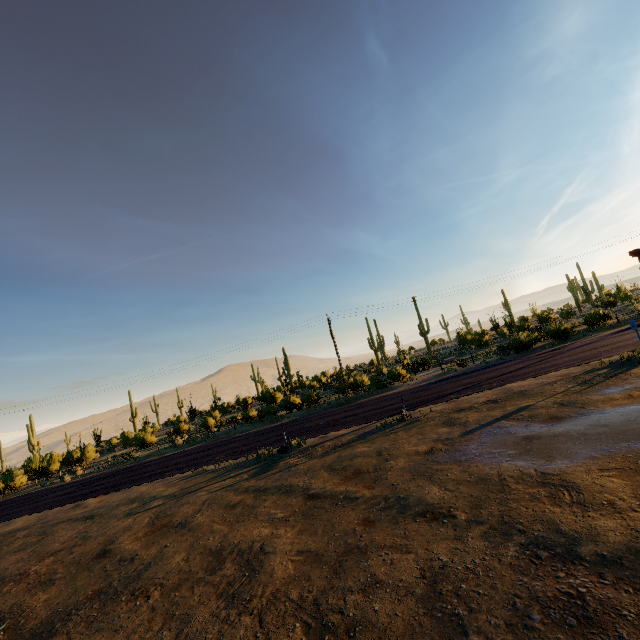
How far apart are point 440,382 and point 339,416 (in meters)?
8.41
